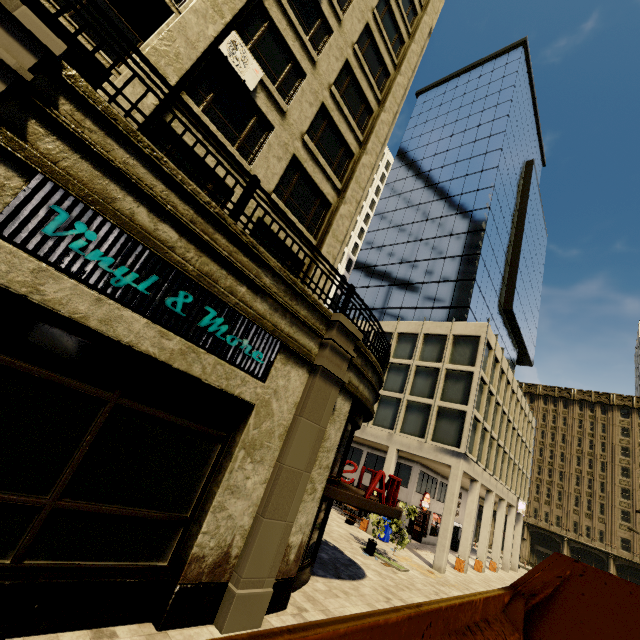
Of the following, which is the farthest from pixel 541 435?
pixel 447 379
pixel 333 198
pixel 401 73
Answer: pixel 333 198

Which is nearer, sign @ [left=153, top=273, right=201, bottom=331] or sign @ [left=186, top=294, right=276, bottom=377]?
sign @ [left=153, top=273, right=201, bottom=331]

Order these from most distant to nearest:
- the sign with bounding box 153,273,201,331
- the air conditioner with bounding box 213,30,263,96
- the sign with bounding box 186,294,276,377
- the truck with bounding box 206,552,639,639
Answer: the air conditioner with bounding box 213,30,263,96 → the sign with bounding box 186,294,276,377 → the sign with bounding box 153,273,201,331 → the truck with bounding box 206,552,639,639

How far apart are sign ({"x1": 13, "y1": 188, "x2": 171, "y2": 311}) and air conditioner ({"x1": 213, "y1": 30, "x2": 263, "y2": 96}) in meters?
7.1

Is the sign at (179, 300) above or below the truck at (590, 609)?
above

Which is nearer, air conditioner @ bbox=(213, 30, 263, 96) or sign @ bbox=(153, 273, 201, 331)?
sign @ bbox=(153, 273, 201, 331)

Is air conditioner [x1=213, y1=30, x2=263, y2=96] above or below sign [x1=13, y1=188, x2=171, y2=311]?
above

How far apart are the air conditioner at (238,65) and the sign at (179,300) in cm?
707
